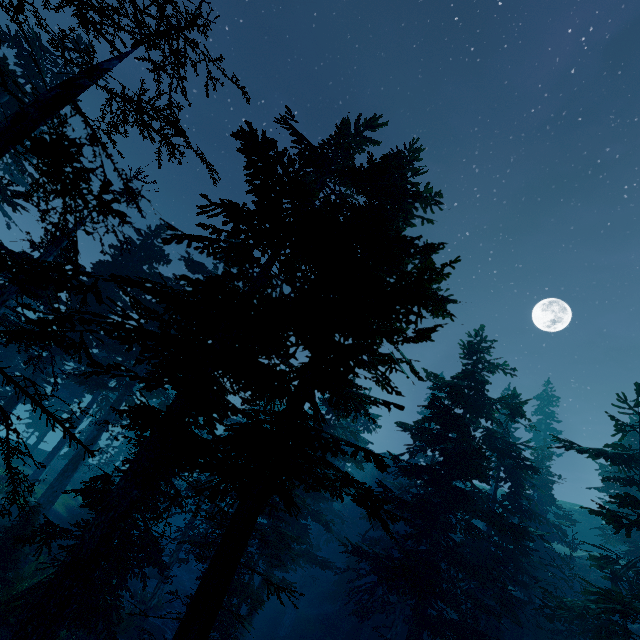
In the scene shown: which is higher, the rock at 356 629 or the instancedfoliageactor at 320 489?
the instancedfoliageactor at 320 489

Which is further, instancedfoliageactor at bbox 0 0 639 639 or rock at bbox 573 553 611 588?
rock at bbox 573 553 611 588

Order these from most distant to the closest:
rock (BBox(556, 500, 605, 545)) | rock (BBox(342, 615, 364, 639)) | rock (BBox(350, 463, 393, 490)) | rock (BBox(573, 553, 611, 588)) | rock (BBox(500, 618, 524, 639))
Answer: rock (BBox(350, 463, 393, 490))
rock (BBox(556, 500, 605, 545))
rock (BBox(573, 553, 611, 588))
rock (BBox(342, 615, 364, 639))
rock (BBox(500, 618, 524, 639))

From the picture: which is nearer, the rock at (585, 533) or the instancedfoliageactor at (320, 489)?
the instancedfoliageactor at (320, 489)

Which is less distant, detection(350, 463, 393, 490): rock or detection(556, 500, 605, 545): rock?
detection(556, 500, 605, 545): rock

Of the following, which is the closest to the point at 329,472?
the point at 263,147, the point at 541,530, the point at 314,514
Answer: the point at 314,514
